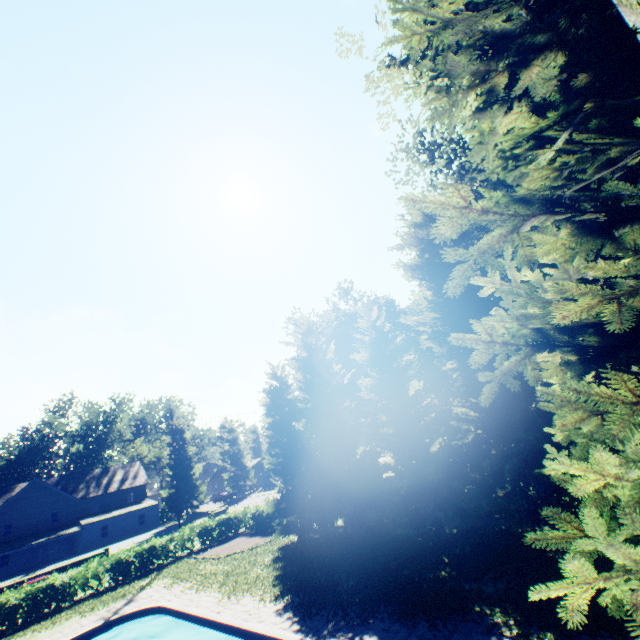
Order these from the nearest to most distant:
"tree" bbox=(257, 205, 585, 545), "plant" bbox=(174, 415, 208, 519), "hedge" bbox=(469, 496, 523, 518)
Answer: "tree" bbox=(257, 205, 585, 545) < "hedge" bbox=(469, 496, 523, 518) < "plant" bbox=(174, 415, 208, 519)

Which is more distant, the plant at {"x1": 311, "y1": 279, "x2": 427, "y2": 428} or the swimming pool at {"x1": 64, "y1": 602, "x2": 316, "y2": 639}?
the plant at {"x1": 311, "y1": 279, "x2": 427, "y2": 428}

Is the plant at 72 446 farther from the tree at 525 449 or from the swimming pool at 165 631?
the swimming pool at 165 631

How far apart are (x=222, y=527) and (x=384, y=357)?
22.5m

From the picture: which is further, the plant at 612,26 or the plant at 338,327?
the plant at 338,327

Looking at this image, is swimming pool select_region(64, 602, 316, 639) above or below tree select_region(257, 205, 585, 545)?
below

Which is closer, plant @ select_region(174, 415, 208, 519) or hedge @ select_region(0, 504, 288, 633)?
hedge @ select_region(0, 504, 288, 633)

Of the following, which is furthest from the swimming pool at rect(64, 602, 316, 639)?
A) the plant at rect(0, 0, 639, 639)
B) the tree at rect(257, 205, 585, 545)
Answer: the tree at rect(257, 205, 585, 545)
